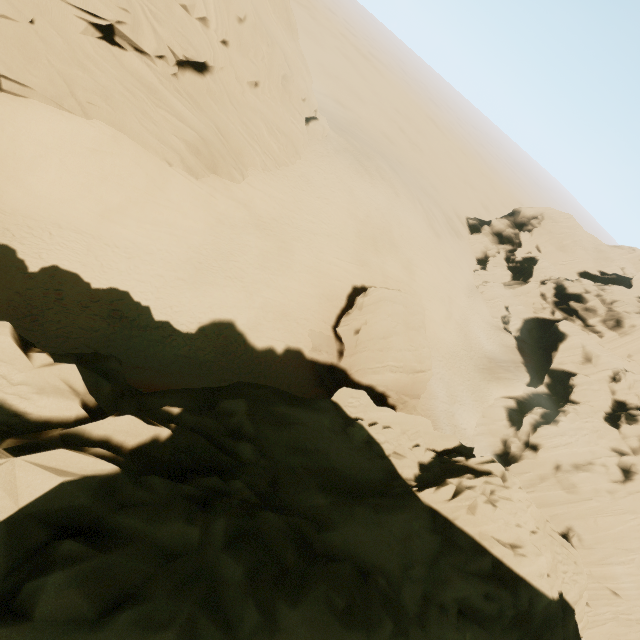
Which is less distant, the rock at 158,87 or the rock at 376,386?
the rock at 376,386

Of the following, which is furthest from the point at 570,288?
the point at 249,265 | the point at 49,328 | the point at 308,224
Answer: the point at 49,328

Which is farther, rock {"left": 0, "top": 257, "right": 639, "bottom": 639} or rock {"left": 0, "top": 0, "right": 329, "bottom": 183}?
rock {"left": 0, "top": 0, "right": 329, "bottom": 183}
